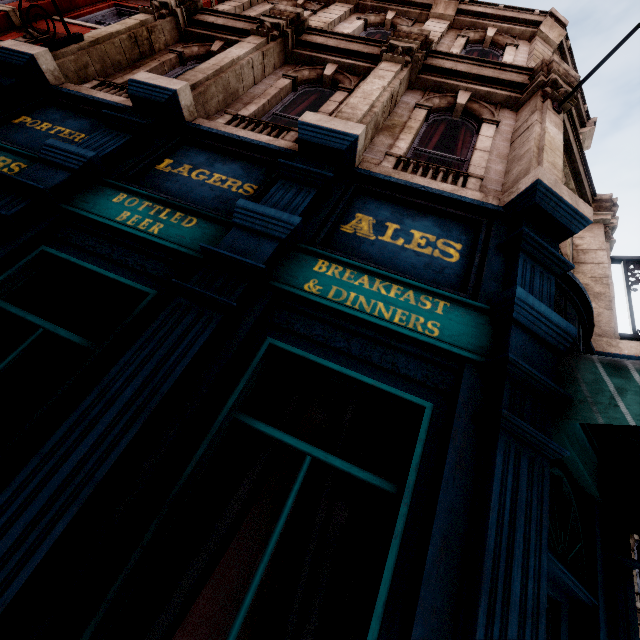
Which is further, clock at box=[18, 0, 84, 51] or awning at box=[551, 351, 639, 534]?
clock at box=[18, 0, 84, 51]

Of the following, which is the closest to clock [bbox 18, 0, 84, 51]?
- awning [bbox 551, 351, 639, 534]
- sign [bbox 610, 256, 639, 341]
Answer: awning [bbox 551, 351, 639, 534]

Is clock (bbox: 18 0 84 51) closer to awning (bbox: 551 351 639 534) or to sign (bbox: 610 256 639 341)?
awning (bbox: 551 351 639 534)

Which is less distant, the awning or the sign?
the awning

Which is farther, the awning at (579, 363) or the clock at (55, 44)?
the clock at (55, 44)

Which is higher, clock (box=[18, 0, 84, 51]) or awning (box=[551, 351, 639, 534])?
clock (box=[18, 0, 84, 51])

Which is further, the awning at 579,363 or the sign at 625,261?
the sign at 625,261

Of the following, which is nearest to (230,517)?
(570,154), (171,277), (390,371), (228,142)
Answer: (390,371)
